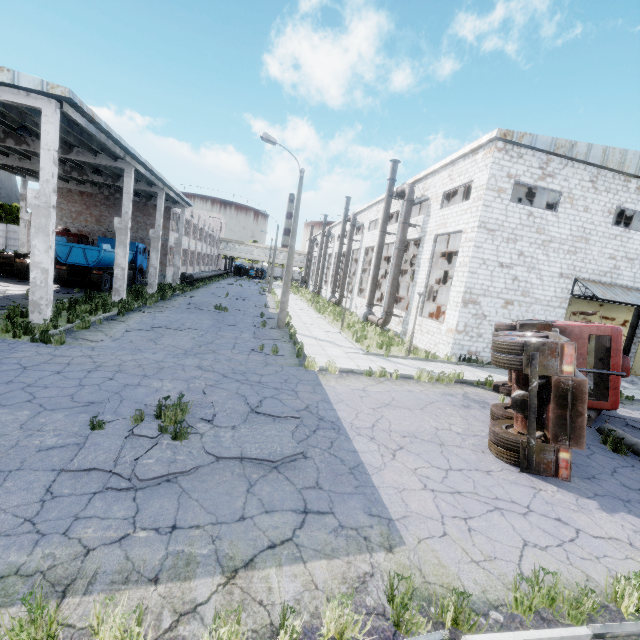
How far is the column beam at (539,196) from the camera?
20.9 meters

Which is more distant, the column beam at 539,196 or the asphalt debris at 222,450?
the column beam at 539,196

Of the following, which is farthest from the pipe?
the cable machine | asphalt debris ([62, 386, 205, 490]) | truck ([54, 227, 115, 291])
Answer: truck ([54, 227, 115, 291])

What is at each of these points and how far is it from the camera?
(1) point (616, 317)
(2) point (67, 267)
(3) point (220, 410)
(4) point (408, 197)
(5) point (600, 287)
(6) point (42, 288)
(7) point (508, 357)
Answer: (1) door, 17.0m
(2) truck, 20.9m
(3) asphalt debris, 7.2m
(4) pipe, 21.3m
(5) awning, 17.0m
(6) column beam, 12.0m
(7) truck, 6.9m

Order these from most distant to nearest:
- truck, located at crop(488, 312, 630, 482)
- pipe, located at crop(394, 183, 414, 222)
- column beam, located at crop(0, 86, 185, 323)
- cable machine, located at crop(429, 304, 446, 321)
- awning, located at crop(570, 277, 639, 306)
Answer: cable machine, located at crop(429, 304, 446, 321) → pipe, located at crop(394, 183, 414, 222) → awning, located at crop(570, 277, 639, 306) → column beam, located at crop(0, 86, 185, 323) → truck, located at crop(488, 312, 630, 482)

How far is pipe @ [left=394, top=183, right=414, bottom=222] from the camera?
21.3 meters

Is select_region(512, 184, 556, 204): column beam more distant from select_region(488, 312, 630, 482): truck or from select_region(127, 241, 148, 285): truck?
select_region(127, 241, 148, 285): truck

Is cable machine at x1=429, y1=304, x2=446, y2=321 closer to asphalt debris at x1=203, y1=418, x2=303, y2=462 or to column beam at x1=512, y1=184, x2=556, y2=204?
column beam at x1=512, y1=184, x2=556, y2=204
